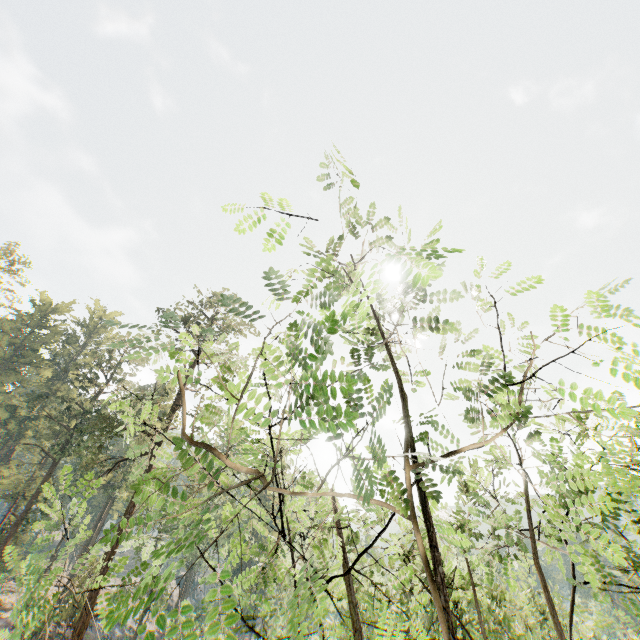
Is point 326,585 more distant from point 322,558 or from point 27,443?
point 27,443
